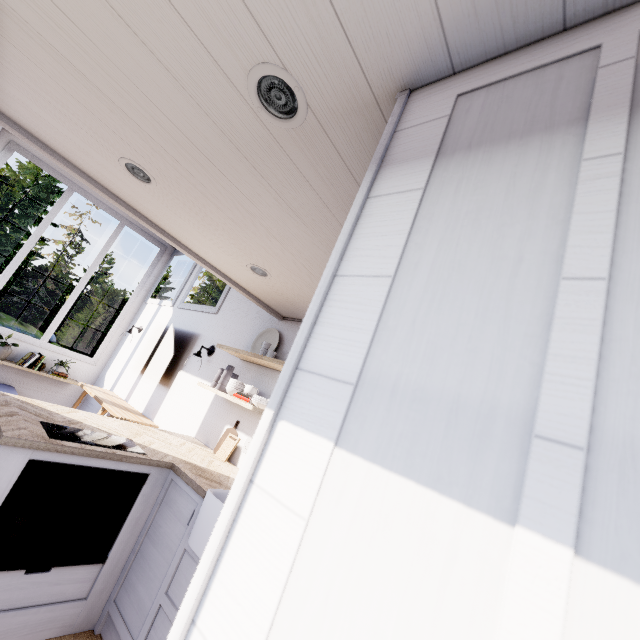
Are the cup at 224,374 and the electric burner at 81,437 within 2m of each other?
yes

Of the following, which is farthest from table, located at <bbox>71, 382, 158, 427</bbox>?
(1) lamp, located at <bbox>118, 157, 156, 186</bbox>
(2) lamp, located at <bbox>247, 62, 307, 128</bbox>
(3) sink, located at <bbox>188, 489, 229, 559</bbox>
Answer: → (2) lamp, located at <bbox>247, 62, 307, 128</bbox>

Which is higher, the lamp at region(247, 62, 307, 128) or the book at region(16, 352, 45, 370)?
the lamp at region(247, 62, 307, 128)

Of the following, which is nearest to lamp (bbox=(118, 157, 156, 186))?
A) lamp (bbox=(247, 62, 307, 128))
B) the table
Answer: lamp (bbox=(247, 62, 307, 128))

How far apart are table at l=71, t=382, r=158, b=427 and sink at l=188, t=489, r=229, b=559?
2.16m

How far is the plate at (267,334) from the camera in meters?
3.4

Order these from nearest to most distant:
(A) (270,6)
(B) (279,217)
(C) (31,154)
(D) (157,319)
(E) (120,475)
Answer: (A) (270,6), (B) (279,217), (E) (120,475), (C) (31,154), (D) (157,319)

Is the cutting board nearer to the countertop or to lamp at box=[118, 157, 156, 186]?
the countertop
